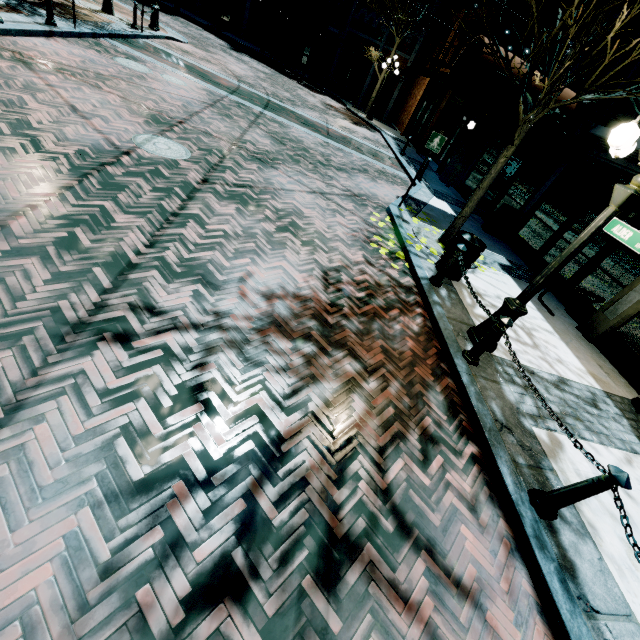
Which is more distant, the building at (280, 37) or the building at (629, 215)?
the building at (280, 37)

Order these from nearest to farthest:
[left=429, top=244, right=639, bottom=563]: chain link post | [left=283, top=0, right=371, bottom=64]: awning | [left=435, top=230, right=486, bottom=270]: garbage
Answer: [left=429, top=244, right=639, bottom=563]: chain link post < [left=435, top=230, right=486, bottom=270]: garbage < [left=283, top=0, right=371, bottom=64]: awning

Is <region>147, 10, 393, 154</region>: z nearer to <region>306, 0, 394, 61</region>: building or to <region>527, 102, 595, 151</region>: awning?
<region>306, 0, 394, 61</region>: building

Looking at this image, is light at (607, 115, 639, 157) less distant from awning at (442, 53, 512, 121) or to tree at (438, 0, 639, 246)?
tree at (438, 0, 639, 246)

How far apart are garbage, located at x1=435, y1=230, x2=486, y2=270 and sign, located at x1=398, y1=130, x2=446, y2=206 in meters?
3.0 m

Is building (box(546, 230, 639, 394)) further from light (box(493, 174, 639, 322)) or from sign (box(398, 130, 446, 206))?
sign (box(398, 130, 446, 206))

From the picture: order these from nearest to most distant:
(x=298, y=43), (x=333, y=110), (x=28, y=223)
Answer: (x=28, y=223)
(x=333, y=110)
(x=298, y=43)

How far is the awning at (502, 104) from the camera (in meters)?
8.37
